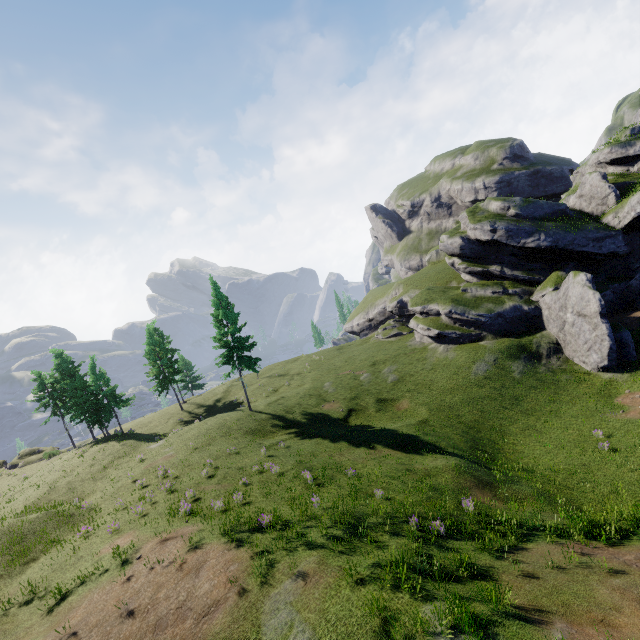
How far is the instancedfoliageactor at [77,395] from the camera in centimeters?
3981cm

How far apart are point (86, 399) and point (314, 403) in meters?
29.2

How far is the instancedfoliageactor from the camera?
39.8m
